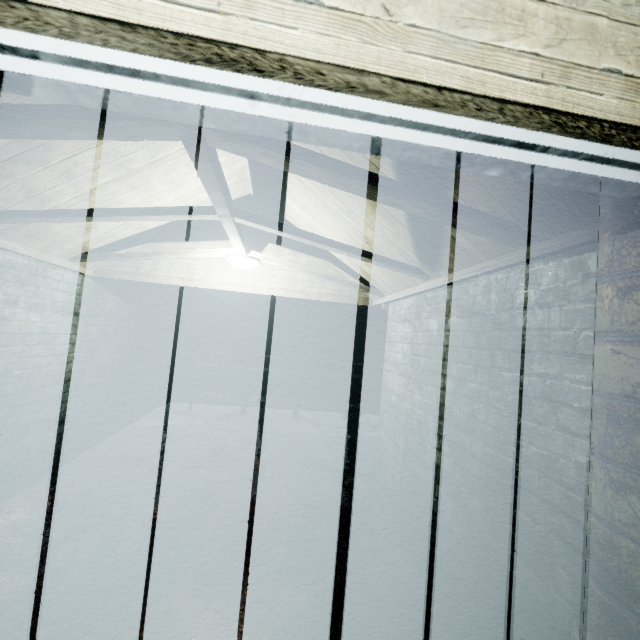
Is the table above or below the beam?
below

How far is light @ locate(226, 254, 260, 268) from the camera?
3.1 meters

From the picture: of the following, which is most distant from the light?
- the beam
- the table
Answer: the table

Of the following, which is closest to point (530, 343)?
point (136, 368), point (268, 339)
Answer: point (136, 368)

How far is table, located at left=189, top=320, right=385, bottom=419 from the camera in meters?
6.1 m

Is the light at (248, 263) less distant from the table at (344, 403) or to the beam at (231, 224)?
the beam at (231, 224)

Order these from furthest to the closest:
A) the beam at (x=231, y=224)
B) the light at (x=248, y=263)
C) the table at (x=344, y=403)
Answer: Result:
1. the table at (x=344, y=403)
2. the light at (x=248, y=263)
3. the beam at (x=231, y=224)
